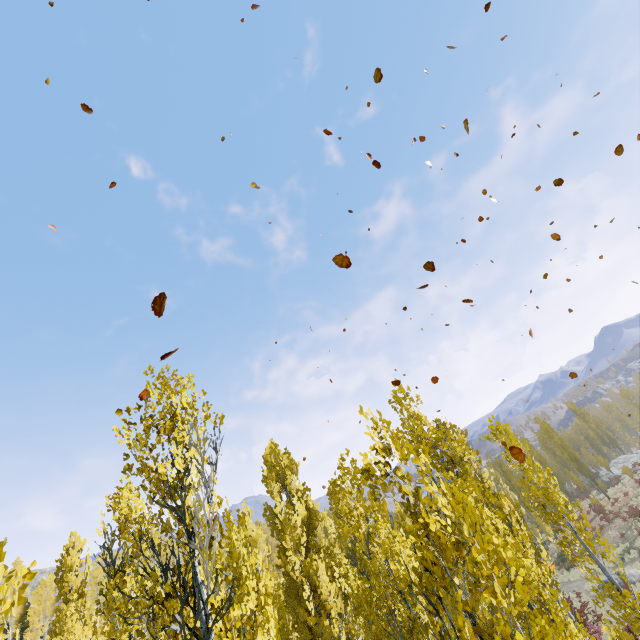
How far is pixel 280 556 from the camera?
19.05m

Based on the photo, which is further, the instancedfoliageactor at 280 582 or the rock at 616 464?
the rock at 616 464

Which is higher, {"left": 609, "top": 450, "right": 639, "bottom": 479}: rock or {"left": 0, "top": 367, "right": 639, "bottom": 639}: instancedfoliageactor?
{"left": 0, "top": 367, "right": 639, "bottom": 639}: instancedfoliageactor

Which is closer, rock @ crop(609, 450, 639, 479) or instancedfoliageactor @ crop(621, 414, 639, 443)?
rock @ crop(609, 450, 639, 479)

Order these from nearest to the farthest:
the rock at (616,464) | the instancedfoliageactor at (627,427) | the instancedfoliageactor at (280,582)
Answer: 1. the instancedfoliageactor at (280,582)
2. the rock at (616,464)
3. the instancedfoliageactor at (627,427)

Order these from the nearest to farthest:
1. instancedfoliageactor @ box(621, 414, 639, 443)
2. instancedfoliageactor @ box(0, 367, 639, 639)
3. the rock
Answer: instancedfoliageactor @ box(0, 367, 639, 639) < the rock < instancedfoliageactor @ box(621, 414, 639, 443)

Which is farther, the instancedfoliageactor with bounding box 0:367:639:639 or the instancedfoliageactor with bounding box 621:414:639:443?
the instancedfoliageactor with bounding box 621:414:639:443
